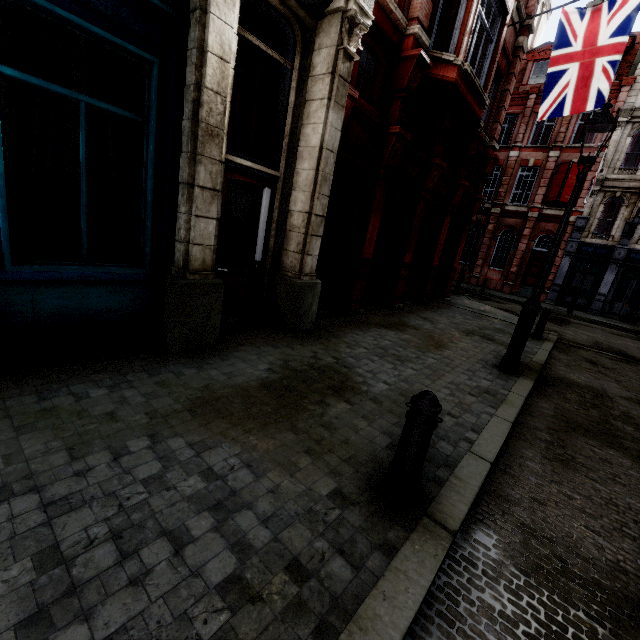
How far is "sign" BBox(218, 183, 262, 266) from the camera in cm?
552

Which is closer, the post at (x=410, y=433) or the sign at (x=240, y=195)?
the post at (x=410, y=433)

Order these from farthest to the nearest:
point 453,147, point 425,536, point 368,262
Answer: point 453,147 → point 368,262 → point 425,536

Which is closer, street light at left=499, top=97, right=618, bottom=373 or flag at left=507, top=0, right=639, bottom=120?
street light at left=499, top=97, right=618, bottom=373

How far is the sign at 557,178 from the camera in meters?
21.0

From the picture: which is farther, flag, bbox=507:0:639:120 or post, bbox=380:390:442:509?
flag, bbox=507:0:639:120

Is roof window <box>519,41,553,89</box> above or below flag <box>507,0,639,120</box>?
above

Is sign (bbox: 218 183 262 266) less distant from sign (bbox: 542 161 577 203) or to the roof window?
sign (bbox: 542 161 577 203)
